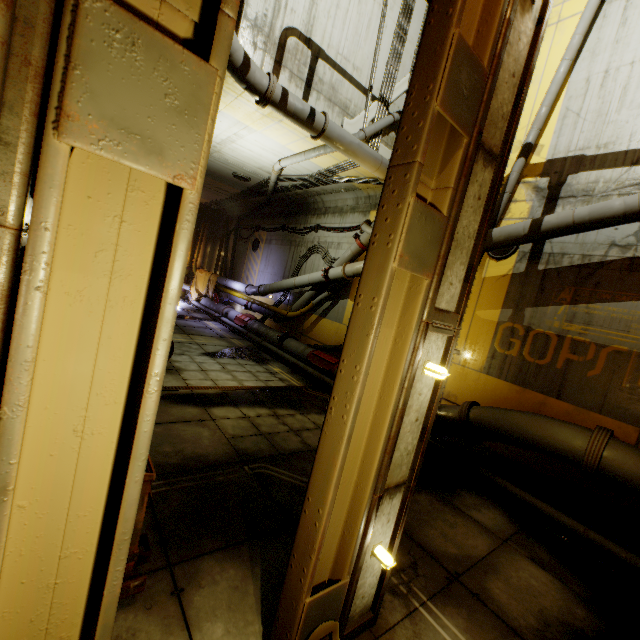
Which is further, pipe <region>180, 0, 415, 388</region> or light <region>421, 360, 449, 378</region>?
pipe <region>180, 0, 415, 388</region>

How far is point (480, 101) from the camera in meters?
2.3 m

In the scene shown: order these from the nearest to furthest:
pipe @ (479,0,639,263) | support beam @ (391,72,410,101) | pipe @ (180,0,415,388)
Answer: pipe @ (479,0,639,263), pipe @ (180,0,415,388), support beam @ (391,72,410,101)

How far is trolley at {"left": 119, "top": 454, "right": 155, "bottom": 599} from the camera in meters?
2.5

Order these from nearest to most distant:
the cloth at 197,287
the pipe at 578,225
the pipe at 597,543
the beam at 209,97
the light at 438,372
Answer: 1. the beam at 209,97
2. the light at 438,372
3. the pipe at 597,543
4. the pipe at 578,225
5. the cloth at 197,287

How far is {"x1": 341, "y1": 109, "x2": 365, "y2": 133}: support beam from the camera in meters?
8.4 m

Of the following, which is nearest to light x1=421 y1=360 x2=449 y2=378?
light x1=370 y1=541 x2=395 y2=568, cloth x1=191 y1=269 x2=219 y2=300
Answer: light x1=370 y1=541 x2=395 y2=568

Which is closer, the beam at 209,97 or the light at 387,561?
the beam at 209,97
